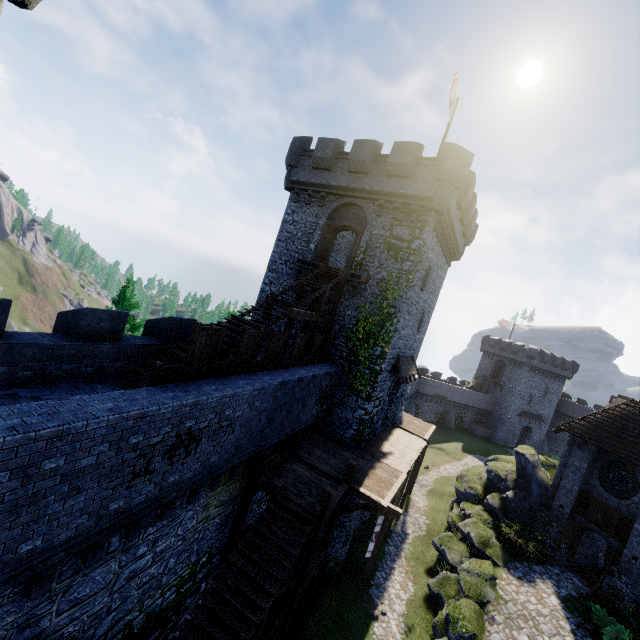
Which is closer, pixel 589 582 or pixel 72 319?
pixel 72 319

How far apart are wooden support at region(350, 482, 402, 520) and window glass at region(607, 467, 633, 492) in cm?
1429

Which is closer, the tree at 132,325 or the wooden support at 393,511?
the wooden support at 393,511

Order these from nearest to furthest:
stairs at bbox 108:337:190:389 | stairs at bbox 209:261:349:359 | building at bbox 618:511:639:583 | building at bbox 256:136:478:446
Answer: stairs at bbox 108:337:190:389 < stairs at bbox 209:261:349:359 < building at bbox 618:511:639:583 < building at bbox 256:136:478:446

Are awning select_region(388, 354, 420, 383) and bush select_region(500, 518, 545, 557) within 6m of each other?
no

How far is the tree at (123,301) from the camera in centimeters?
2180cm

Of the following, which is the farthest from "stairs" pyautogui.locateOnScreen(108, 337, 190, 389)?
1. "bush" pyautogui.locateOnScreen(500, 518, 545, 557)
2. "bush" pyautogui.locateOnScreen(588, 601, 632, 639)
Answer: "bush" pyautogui.locateOnScreen(588, 601, 632, 639)

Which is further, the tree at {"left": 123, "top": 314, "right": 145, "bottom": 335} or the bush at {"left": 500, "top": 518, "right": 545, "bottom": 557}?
the tree at {"left": 123, "top": 314, "right": 145, "bottom": 335}
